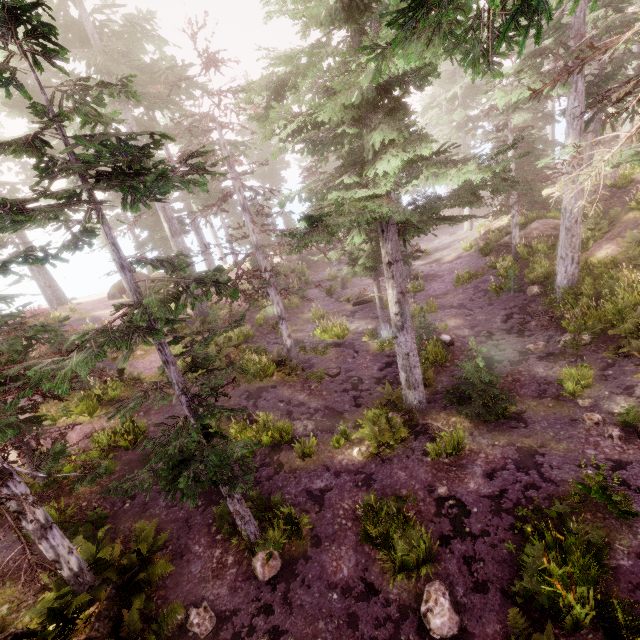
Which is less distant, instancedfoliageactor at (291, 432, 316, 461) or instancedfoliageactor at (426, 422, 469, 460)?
instancedfoliageactor at (426, 422, 469, 460)

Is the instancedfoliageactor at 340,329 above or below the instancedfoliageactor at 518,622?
above

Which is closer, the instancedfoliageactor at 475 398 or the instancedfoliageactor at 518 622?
the instancedfoliageactor at 518 622

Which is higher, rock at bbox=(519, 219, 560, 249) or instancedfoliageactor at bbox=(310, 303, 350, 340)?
rock at bbox=(519, 219, 560, 249)

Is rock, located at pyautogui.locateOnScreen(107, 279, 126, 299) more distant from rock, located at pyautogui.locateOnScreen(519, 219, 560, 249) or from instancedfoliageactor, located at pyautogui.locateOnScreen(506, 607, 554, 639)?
rock, located at pyautogui.locateOnScreen(519, 219, 560, 249)

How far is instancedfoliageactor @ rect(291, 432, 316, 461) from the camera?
10.80m

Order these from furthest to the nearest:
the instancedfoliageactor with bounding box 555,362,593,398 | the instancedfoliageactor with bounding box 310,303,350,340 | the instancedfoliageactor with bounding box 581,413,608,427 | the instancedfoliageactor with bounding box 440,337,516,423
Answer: the instancedfoliageactor with bounding box 310,303,350,340 → the instancedfoliageactor with bounding box 555,362,593,398 → the instancedfoliageactor with bounding box 440,337,516,423 → the instancedfoliageactor with bounding box 581,413,608,427

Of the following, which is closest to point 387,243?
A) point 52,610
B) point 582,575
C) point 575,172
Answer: point 575,172
